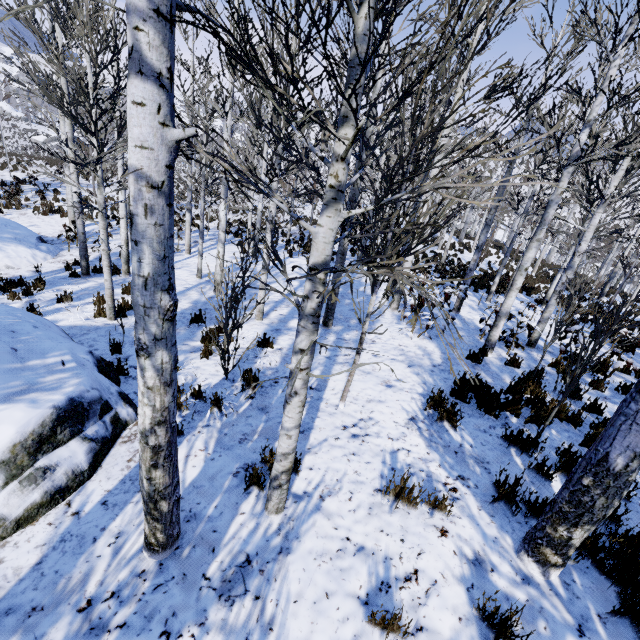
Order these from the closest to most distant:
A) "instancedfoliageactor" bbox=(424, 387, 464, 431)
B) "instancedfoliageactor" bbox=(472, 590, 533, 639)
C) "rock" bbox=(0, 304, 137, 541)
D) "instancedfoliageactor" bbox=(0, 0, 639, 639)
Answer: "instancedfoliageactor" bbox=(0, 0, 639, 639) < "instancedfoliageactor" bbox=(472, 590, 533, 639) < "rock" bbox=(0, 304, 137, 541) < "instancedfoliageactor" bbox=(424, 387, 464, 431)

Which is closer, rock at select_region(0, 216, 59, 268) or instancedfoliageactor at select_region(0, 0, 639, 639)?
instancedfoliageactor at select_region(0, 0, 639, 639)

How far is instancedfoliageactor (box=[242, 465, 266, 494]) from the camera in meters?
3.3

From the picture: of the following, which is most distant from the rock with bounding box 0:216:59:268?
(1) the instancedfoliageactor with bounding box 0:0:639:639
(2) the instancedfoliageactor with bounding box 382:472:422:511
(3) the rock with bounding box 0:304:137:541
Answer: (2) the instancedfoliageactor with bounding box 382:472:422:511

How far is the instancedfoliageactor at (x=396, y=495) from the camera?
3.2 meters

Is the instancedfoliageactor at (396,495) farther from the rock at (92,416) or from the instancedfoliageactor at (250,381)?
the rock at (92,416)

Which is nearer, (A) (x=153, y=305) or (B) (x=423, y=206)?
(A) (x=153, y=305)
